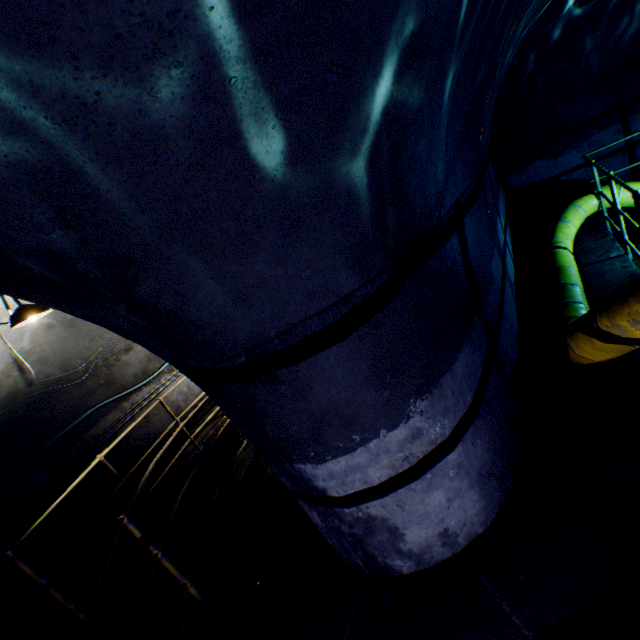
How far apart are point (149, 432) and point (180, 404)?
0.9m

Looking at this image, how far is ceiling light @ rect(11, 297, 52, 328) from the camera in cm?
362

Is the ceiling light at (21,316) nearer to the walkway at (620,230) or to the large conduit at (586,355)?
the walkway at (620,230)

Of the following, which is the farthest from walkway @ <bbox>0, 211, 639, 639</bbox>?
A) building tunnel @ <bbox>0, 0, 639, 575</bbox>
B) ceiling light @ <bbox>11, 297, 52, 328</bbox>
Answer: ceiling light @ <bbox>11, 297, 52, 328</bbox>

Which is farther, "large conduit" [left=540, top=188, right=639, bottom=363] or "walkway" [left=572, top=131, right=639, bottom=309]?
"walkway" [left=572, top=131, right=639, bottom=309]

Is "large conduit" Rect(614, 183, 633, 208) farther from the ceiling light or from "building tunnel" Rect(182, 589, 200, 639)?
the ceiling light

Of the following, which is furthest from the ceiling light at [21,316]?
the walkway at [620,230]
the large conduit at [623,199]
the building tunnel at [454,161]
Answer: the large conduit at [623,199]
